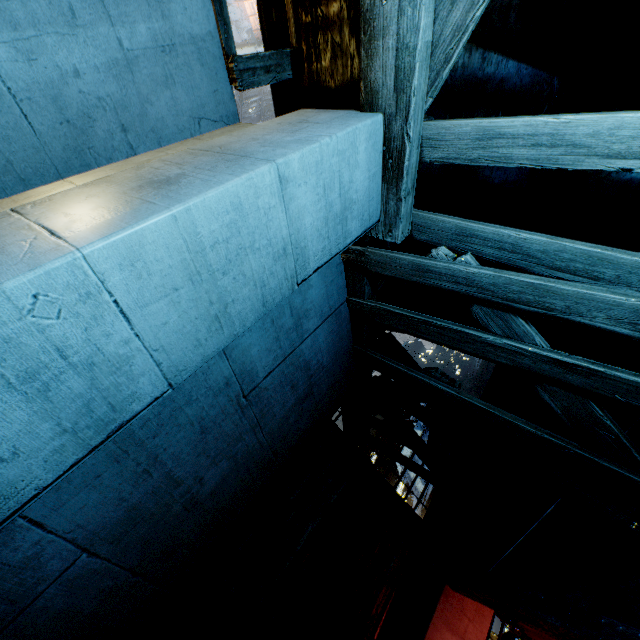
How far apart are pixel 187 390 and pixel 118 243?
1.9 meters
